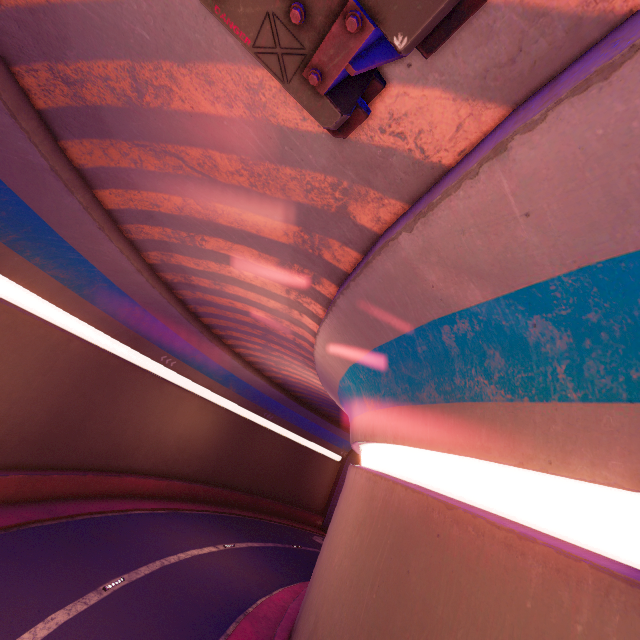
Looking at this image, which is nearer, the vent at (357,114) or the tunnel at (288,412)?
the vent at (357,114)

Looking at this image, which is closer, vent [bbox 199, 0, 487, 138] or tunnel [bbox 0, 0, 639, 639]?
vent [bbox 199, 0, 487, 138]

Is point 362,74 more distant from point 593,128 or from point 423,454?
point 423,454
